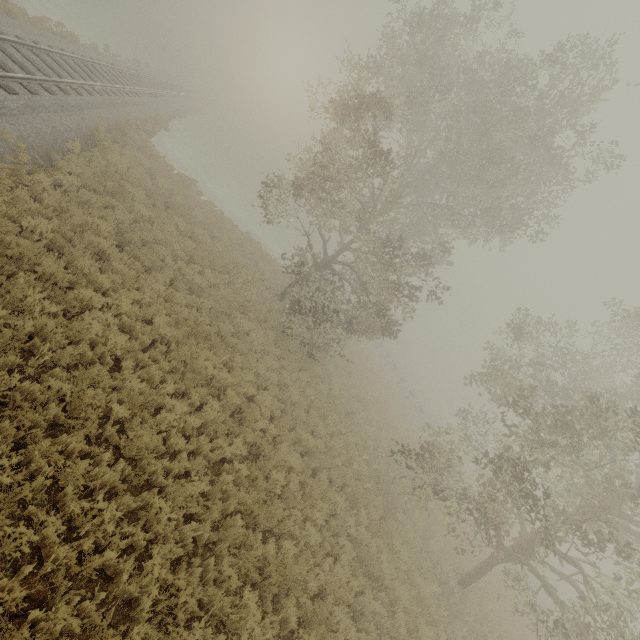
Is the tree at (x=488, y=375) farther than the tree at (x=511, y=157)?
No

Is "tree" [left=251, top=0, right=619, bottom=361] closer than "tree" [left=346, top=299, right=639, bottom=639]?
No

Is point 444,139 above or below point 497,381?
above
